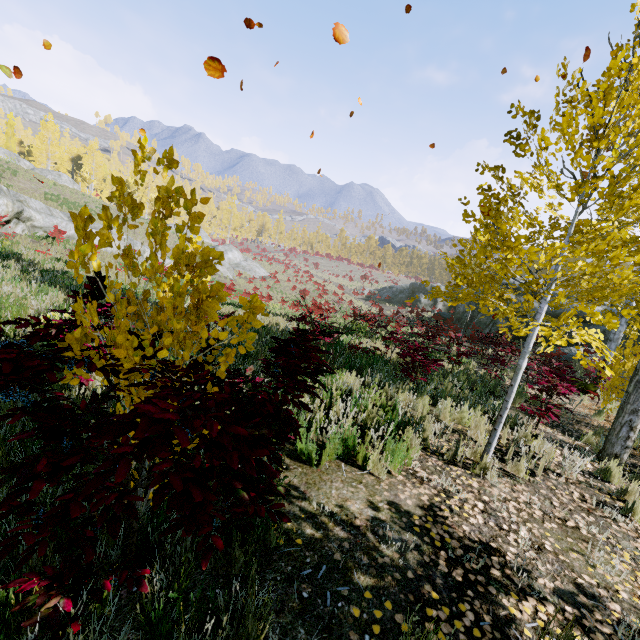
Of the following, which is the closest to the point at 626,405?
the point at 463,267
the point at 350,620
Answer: the point at 463,267

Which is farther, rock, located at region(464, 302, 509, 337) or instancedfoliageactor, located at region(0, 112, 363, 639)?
rock, located at region(464, 302, 509, 337)

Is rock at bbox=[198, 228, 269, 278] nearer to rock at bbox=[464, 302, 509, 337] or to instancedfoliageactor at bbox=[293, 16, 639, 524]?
rock at bbox=[464, 302, 509, 337]

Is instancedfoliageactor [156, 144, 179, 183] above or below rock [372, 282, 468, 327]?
above

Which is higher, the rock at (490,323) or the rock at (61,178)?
the rock at (61,178)

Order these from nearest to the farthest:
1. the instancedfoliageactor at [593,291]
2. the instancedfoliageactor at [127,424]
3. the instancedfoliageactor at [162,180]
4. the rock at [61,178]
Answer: the instancedfoliageactor at [127,424] < the instancedfoliageactor at [162,180] < the instancedfoliageactor at [593,291] < the rock at [61,178]

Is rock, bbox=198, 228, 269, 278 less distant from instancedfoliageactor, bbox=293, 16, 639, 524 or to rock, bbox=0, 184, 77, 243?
rock, bbox=0, 184, 77, 243
